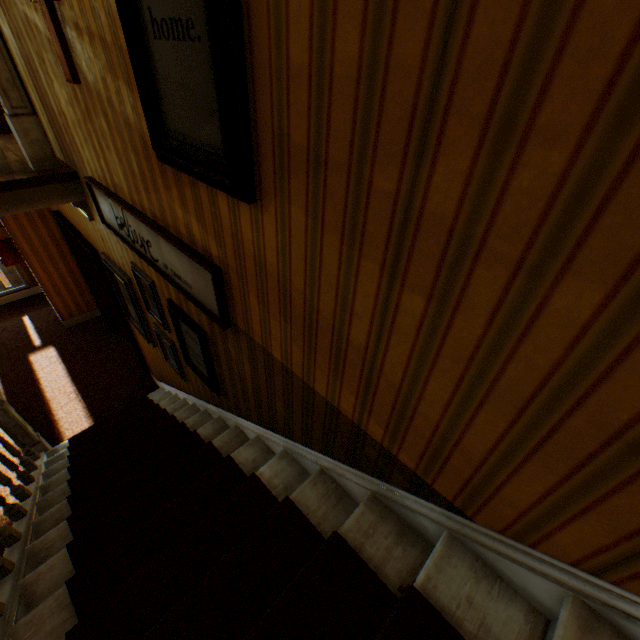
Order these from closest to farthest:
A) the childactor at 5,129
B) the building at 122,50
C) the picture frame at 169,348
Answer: the building at 122,50, the picture frame at 169,348, the childactor at 5,129

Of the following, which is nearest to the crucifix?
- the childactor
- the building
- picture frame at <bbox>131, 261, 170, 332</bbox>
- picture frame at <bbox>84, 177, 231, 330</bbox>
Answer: the building

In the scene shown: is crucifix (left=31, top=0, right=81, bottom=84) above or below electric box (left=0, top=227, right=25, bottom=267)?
→ above

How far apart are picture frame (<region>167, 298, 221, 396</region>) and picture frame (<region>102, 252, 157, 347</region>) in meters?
1.0

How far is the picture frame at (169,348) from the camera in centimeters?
330cm

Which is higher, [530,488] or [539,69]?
[539,69]

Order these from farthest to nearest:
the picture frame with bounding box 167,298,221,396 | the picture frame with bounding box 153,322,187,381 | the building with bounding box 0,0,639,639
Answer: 1. the picture frame with bounding box 153,322,187,381
2. the picture frame with bounding box 167,298,221,396
3. the building with bounding box 0,0,639,639

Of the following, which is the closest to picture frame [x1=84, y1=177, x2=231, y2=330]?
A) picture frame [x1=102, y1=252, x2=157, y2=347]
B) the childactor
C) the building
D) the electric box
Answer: the building
